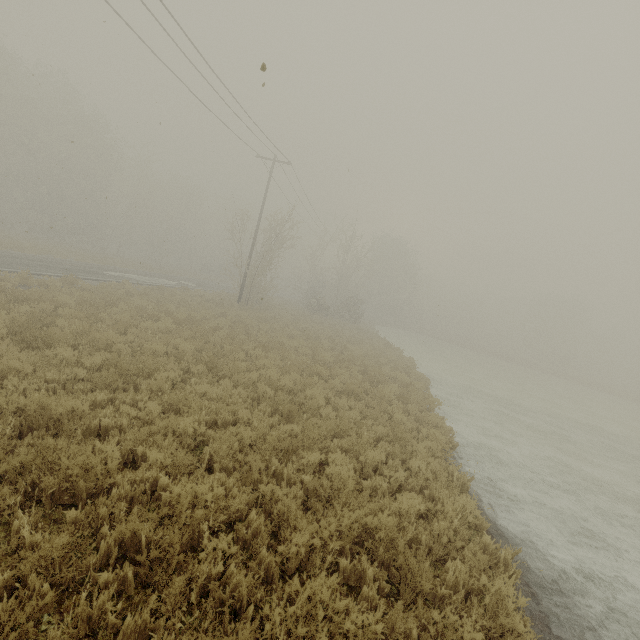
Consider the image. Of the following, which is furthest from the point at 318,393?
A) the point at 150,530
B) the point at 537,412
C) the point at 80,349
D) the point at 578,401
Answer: the point at 578,401

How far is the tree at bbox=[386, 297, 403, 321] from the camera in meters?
58.1

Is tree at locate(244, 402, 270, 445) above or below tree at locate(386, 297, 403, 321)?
below

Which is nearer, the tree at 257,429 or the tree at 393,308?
the tree at 257,429

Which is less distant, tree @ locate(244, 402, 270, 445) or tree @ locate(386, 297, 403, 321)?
tree @ locate(244, 402, 270, 445)

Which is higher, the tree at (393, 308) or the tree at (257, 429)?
the tree at (393, 308)

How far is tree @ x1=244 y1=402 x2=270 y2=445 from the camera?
Answer: 6.0m
